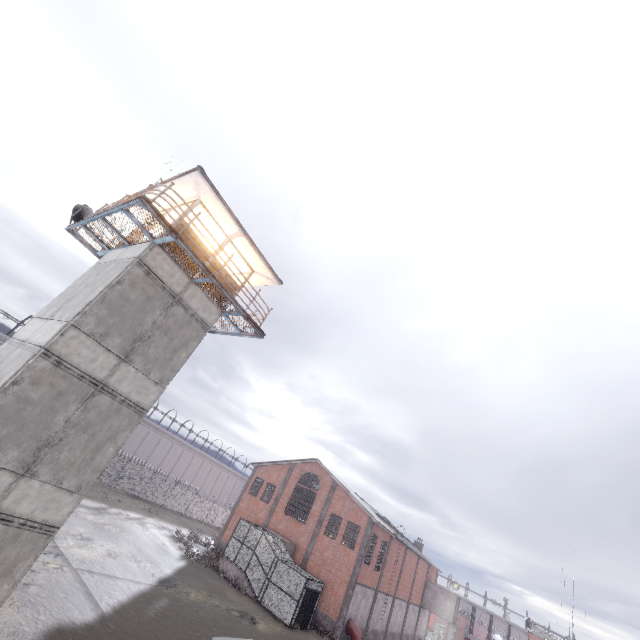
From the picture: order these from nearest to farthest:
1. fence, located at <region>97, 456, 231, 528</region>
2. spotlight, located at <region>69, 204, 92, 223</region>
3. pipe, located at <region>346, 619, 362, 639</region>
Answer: spotlight, located at <region>69, 204, 92, 223</region>, pipe, located at <region>346, 619, 362, 639</region>, fence, located at <region>97, 456, 231, 528</region>

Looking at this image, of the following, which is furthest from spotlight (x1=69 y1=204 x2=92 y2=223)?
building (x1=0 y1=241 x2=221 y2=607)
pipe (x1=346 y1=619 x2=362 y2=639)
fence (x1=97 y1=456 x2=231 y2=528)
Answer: pipe (x1=346 y1=619 x2=362 y2=639)

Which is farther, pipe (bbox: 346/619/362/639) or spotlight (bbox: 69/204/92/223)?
pipe (bbox: 346/619/362/639)

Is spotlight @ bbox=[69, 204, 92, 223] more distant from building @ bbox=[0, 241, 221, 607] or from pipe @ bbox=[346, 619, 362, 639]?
pipe @ bbox=[346, 619, 362, 639]

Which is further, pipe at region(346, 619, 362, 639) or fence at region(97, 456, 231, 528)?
fence at region(97, 456, 231, 528)

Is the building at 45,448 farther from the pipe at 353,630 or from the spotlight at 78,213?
the pipe at 353,630

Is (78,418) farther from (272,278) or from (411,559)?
(411,559)

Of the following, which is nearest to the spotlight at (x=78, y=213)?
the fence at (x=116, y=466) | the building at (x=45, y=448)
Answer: the building at (x=45, y=448)
